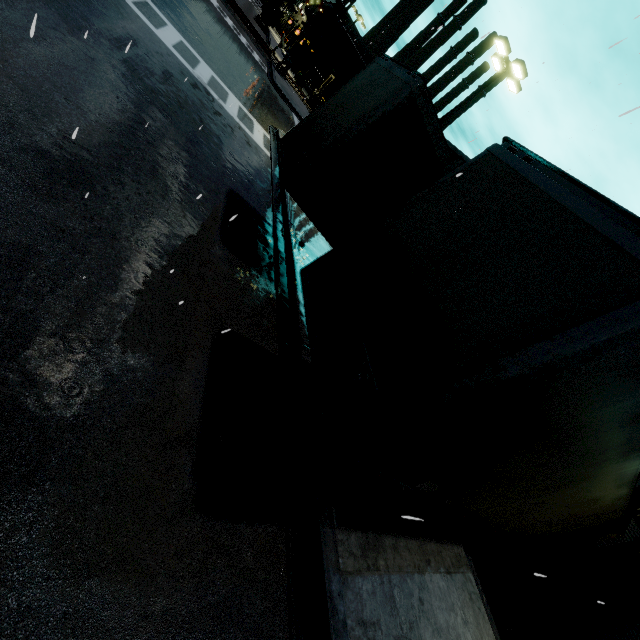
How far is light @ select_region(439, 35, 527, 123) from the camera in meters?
13.5

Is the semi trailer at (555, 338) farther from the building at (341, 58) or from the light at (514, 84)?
the light at (514, 84)

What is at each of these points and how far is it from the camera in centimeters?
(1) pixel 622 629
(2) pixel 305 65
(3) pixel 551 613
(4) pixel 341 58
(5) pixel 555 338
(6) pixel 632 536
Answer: (1) roll-up door, 1083cm
(2) building, 5091cm
(3) building, 1187cm
(4) building, 5081cm
(5) semi trailer, 218cm
(6) roll-up door, 1166cm

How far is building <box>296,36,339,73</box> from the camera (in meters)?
49.31

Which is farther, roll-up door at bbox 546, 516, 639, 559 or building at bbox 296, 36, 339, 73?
building at bbox 296, 36, 339, 73

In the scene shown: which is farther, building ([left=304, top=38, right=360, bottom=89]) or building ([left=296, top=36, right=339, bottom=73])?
building ([left=304, top=38, right=360, bottom=89])

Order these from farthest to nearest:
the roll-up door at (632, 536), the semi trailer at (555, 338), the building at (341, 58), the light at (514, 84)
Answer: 1. the building at (341, 58)
2. the light at (514, 84)
3. the roll-up door at (632, 536)
4. the semi trailer at (555, 338)
